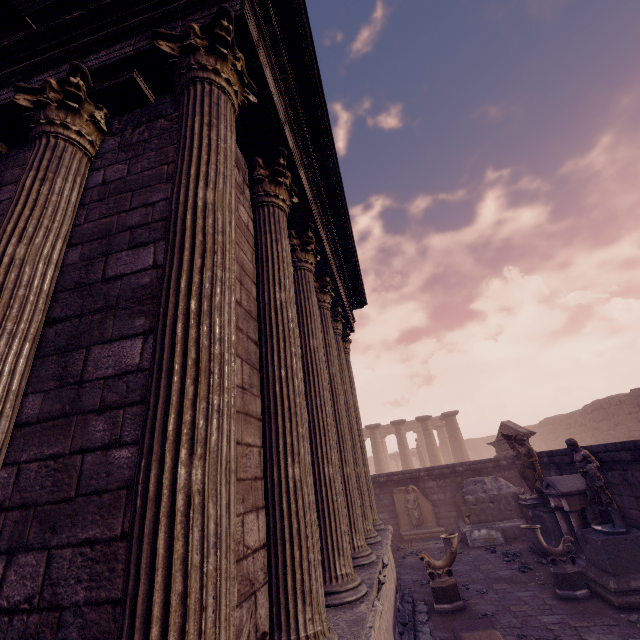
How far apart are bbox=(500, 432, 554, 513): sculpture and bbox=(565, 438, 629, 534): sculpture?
2.08m

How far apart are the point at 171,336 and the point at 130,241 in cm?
135

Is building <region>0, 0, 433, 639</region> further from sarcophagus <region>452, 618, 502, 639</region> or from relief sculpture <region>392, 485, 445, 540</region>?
relief sculpture <region>392, 485, 445, 540</region>

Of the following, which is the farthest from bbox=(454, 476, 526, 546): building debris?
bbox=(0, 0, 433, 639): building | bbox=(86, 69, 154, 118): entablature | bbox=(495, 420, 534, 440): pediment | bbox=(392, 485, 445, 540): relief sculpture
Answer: bbox=(86, 69, 154, 118): entablature

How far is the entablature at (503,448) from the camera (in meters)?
15.12

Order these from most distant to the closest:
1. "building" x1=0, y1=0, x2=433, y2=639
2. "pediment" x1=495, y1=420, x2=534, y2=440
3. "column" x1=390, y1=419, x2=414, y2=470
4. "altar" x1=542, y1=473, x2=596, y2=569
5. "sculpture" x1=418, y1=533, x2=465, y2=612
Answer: "column" x1=390, y1=419, x2=414, y2=470 → "pediment" x1=495, y1=420, x2=534, y2=440 → "altar" x1=542, y1=473, x2=596, y2=569 → "sculpture" x1=418, y1=533, x2=465, y2=612 → "building" x1=0, y1=0, x2=433, y2=639

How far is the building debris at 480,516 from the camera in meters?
11.2 m

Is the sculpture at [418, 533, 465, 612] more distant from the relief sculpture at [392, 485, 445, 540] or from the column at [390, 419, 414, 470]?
the column at [390, 419, 414, 470]
